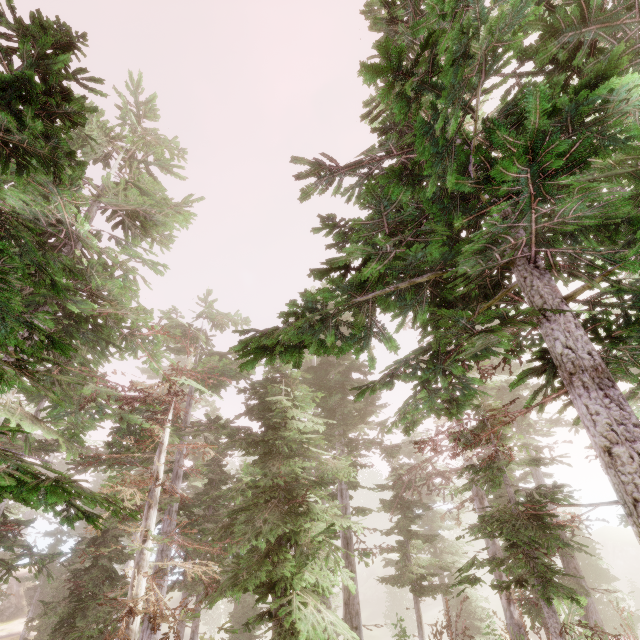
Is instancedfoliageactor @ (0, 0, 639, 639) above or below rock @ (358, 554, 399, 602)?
above

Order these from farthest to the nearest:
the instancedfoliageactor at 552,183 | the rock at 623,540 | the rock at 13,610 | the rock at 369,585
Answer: the rock at 369,585, the rock at 623,540, the rock at 13,610, the instancedfoliageactor at 552,183

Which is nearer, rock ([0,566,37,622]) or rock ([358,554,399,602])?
rock ([0,566,37,622])

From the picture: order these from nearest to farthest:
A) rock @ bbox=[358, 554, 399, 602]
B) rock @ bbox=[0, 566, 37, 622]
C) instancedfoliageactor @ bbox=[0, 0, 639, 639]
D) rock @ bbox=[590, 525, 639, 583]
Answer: instancedfoliageactor @ bbox=[0, 0, 639, 639]
rock @ bbox=[0, 566, 37, 622]
rock @ bbox=[590, 525, 639, 583]
rock @ bbox=[358, 554, 399, 602]

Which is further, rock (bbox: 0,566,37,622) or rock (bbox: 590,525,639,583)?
rock (bbox: 590,525,639,583)

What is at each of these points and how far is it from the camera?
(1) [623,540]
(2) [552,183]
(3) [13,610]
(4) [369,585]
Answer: (1) rock, 51.78m
(2) instancedfoliageactor, 3.53m
(3) rock, 33.88m
(4) rock, 52.91m

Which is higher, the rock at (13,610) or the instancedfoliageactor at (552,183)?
the instancedfoliageactor at (552,183)

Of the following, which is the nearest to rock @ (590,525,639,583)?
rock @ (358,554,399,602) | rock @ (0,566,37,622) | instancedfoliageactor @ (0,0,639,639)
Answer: instancedfoliageactor @ (0,0,639,639)
